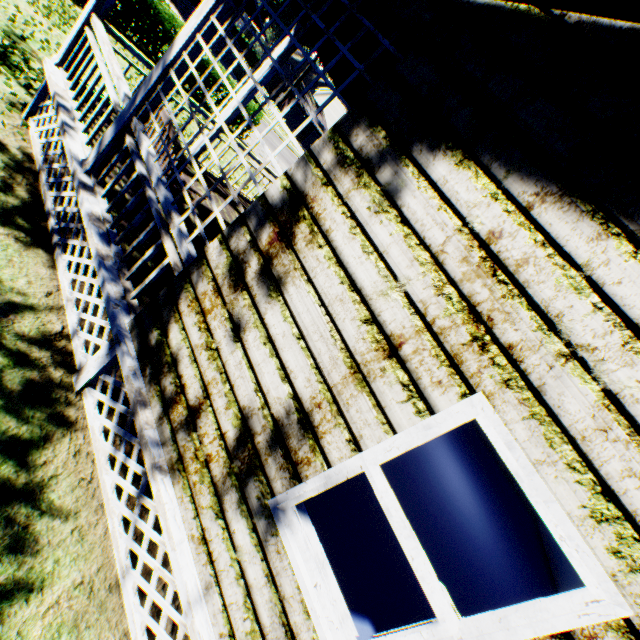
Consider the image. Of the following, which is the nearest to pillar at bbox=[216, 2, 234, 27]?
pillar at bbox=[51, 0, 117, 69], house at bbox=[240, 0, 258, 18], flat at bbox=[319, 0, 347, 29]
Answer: flat at bbox=[319, 0, 347, 29]

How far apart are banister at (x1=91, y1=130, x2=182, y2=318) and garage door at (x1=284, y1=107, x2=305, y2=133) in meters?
50.4 m

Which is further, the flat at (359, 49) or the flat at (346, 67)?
the flat at (346, 67)

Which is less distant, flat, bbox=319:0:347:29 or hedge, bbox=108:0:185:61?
flat, bbox=319:0:347:29

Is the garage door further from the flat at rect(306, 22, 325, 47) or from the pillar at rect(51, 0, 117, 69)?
the pillar at rect(51, 0, 117, 69)

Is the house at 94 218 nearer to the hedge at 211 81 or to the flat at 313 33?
the flat at 313 33

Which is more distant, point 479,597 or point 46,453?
point 479,597

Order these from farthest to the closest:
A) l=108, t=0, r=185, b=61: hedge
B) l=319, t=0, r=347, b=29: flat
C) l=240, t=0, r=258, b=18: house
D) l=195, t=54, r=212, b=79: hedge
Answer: l=240, t=0, r=258, b=18: house < l=195, t=54, r=212, b=79: hedge < l=108, t=0, r=185, b=61: hedge < l=319, t=0, r=347, b=29: flat
